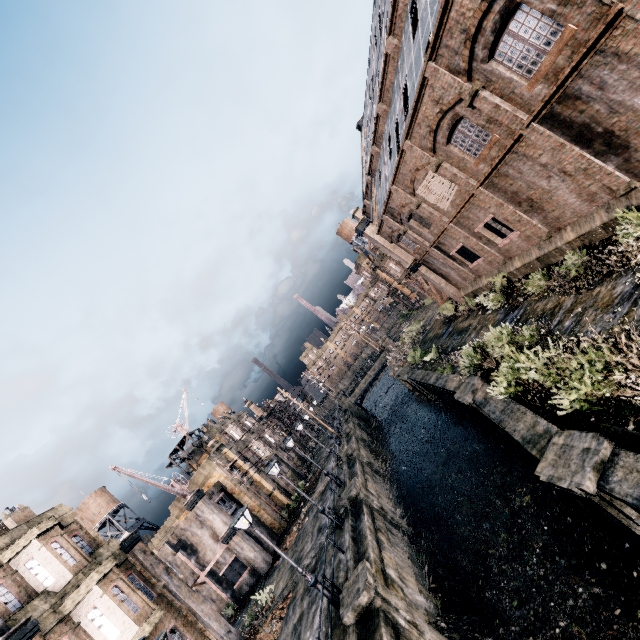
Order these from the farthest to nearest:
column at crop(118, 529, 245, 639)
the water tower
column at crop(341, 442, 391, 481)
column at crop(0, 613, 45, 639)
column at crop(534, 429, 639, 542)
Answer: the water tower, column at crop(341, 442, 391, 481), column at crop(118, 529, 245, 639), column at crop(0, 613, 45, 639), column at crop(534, 429, 639, 542)

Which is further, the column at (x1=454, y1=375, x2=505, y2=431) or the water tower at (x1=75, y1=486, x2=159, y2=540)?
the water tower at (x1=75, y1=486, x2=159, y2=540)

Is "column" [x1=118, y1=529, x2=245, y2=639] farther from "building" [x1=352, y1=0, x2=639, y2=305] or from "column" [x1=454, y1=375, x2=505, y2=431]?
"building" [x1=352, y1=0, x2=639, y2=305]

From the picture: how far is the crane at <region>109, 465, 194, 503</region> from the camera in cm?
2562

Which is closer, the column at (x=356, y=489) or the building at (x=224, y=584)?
the column at (x=356, y=489)

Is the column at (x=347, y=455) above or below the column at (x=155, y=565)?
below

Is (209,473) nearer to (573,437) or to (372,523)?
(372,523)

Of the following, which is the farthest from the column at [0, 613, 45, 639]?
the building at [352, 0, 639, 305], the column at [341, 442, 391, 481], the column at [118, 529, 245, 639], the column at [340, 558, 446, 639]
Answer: the building at [352, 0, 639, 305]
